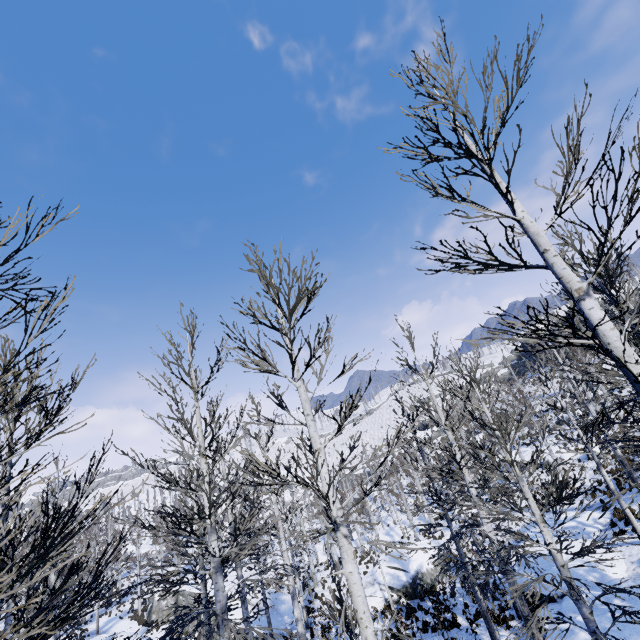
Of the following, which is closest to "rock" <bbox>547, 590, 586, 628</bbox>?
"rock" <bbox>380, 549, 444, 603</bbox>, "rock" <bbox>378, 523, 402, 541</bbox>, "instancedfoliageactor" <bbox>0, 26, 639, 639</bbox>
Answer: "instancedfoliageactor" <bbox>0, 26, 639, 639</bbox>

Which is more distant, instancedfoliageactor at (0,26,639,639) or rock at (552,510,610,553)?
rock at (552,510,610,553)

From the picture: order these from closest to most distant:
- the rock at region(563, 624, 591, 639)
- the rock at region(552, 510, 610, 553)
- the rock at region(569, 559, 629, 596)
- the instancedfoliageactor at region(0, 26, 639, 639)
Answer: the instancedfoliageactor at region(0, 26, 639, 639) → the rock at region(563, 624, 591, 639) → the rock at region(569, 559, 629, 596) → the rock at region(552, 510, 610, 553)

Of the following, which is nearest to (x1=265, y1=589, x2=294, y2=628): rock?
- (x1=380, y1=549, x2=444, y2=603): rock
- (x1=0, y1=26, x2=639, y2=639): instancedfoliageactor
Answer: (x1=380, y1=549, x2=444, y2=603): rock

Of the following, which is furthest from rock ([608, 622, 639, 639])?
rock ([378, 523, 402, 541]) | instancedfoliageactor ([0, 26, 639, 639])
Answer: rock ([378, 523, 402, 541])

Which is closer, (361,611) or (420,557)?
(361,611)

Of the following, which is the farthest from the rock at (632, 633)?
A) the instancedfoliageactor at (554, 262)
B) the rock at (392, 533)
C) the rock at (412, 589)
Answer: the rock at (392, 533)

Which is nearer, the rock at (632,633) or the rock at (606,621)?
the rock at (632,633)
